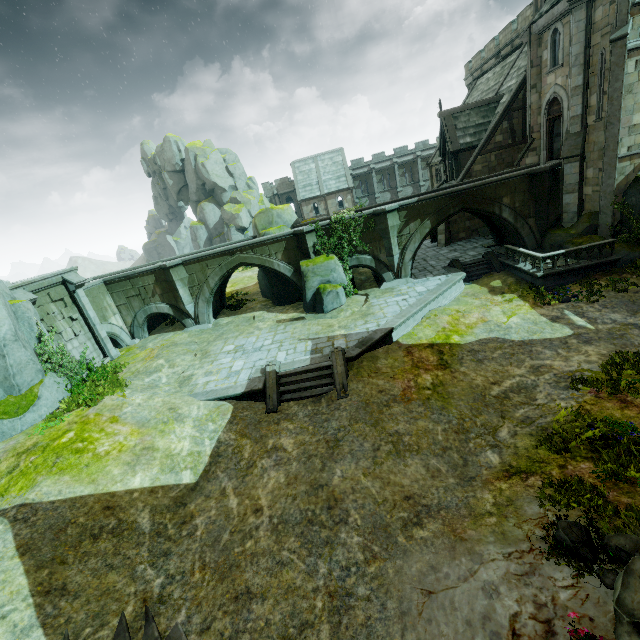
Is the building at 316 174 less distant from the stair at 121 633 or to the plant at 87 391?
the plant at 87 391

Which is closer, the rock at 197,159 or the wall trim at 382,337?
the wall trim at 382,337

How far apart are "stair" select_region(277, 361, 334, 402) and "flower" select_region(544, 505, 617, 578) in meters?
8.0

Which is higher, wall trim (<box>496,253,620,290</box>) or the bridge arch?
the bridge arch

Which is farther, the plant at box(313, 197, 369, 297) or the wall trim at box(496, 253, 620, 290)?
the plant at box(313, 197, 369, 297)

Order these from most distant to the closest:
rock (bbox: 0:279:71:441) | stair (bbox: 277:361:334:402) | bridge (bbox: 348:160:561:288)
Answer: bridge (bbox: 348:160:561:288), stair (bbox: 277:361:334:402), rock (bbox: 0:279:71:441)

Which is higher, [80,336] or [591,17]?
[591,17]

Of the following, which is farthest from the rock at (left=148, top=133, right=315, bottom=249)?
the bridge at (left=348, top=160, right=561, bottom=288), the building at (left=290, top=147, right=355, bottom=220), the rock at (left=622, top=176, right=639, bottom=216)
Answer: the rock at (left=622, top=176, right=639, bottom=216)
